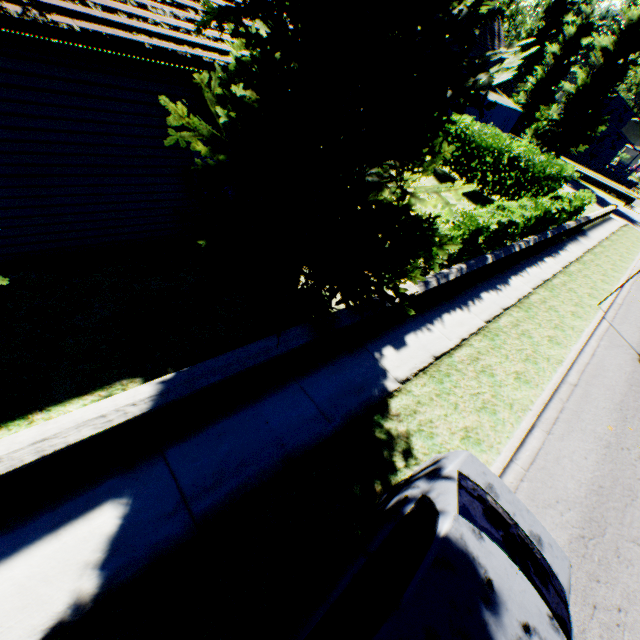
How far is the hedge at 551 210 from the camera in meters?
9.6

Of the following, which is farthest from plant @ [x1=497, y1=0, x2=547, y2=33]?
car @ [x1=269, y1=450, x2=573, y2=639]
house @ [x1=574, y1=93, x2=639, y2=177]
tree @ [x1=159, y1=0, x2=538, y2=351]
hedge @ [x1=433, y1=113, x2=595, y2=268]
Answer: car @ [x1=269, y1=450, x2=573, y2=639]

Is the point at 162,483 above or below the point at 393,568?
below

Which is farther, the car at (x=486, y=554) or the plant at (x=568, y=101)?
the plant at (x=568, y=101)

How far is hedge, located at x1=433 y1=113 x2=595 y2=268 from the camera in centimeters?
959cm

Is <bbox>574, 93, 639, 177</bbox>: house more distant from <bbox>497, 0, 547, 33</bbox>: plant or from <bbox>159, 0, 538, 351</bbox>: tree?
<bbox>159, 0, 538, 351</bbox>: tree

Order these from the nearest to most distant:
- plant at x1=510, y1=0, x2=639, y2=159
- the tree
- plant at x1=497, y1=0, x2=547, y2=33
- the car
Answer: the car
the tree
plant at x1=510, y1=0, x2=639, y2=159
plant at x1=497, y1=0, x2=547, y2=33

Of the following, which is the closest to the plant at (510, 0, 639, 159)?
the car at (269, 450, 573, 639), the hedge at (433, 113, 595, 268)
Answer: the hedge at (433, 113, 595, 268)
